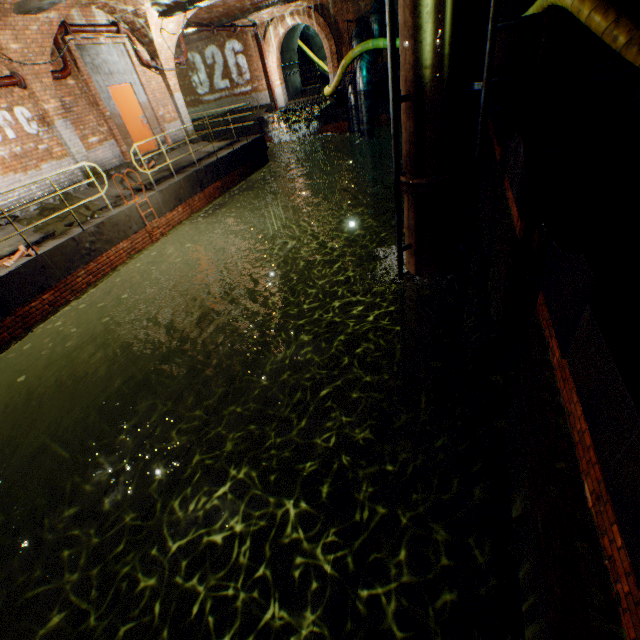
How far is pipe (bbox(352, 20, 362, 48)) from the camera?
16.4 meters

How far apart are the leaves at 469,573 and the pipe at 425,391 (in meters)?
5.03

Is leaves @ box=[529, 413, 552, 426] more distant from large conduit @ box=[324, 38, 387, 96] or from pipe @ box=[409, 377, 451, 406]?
large conduit @ box=[324, 38, 387, 96]

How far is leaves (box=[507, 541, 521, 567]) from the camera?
2.53m

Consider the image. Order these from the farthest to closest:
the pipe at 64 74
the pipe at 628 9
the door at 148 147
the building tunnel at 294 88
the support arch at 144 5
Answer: the building tunnel at 294 88 < the door at 148 147 < the support arch at 144 5 < the pipe at 64 74 < the pipe at 628 9

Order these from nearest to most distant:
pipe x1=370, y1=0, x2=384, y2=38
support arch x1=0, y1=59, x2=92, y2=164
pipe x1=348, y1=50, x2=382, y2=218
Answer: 1. support arch x1=0, y1=59, x2=92, y2=164
2. pipe x1=348, y1=50, x2=382, y2=218
3. pipe x1=370, y1=0, x2=384, y2=38

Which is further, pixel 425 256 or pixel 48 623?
pixel 48 623

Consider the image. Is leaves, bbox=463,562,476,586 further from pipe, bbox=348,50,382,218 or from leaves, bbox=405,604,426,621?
pipe, bbox=348,50,382,218
